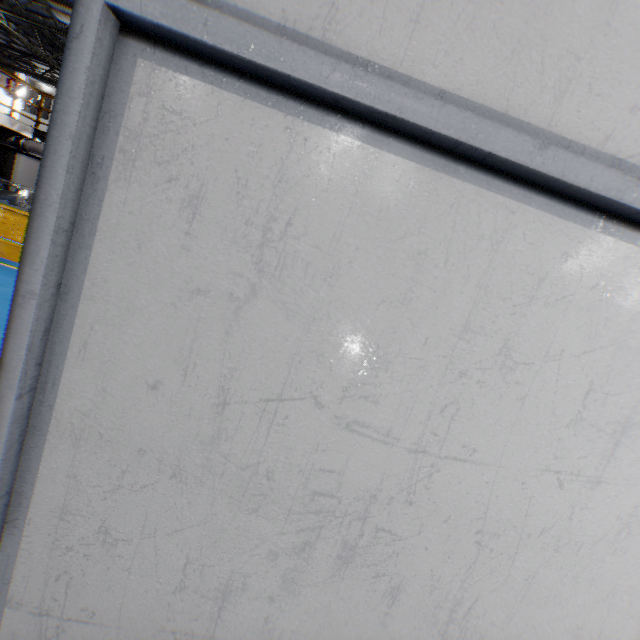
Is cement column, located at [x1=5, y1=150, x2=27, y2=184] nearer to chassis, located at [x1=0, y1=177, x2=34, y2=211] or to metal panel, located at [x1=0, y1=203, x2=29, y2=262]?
chassis, located at [x1=0, y1=177, x2=34, y2=211]

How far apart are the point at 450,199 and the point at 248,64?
0.5 meters

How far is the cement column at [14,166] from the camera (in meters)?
15.83

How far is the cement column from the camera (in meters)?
15.83

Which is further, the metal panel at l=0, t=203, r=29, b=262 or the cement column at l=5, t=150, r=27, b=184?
the cement column at l=5, t=150, r=27, b=184

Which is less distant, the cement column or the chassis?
the chassis

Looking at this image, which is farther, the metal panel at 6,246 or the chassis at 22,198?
the chassis at 22,198
